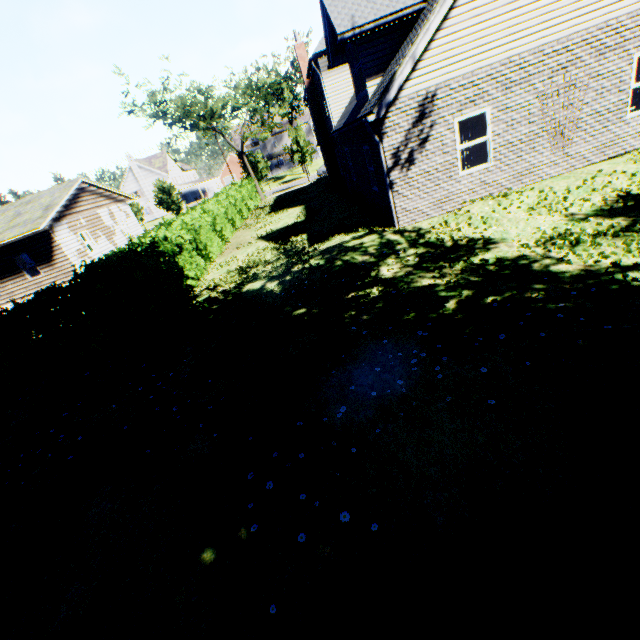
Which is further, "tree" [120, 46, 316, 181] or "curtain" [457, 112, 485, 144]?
"tree" [120, 46, 316, 181]

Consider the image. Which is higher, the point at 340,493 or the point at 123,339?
the point at 123,339

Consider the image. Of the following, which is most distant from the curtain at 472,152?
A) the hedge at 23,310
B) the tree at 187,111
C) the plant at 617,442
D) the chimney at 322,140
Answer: the tree at 187,111

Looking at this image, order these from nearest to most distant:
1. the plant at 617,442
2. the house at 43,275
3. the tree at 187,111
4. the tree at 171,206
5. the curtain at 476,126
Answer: the plant at 617,442 < the curtain at 476,126 < the house at 43,275 < the tree at 187,111 < the tree at 171,206

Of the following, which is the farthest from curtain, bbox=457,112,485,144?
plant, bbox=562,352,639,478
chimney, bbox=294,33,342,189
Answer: chimney, bbox=294,33,342,189

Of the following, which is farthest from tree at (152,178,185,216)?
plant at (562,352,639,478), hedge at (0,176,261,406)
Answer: hedge at (0,176,261,406)

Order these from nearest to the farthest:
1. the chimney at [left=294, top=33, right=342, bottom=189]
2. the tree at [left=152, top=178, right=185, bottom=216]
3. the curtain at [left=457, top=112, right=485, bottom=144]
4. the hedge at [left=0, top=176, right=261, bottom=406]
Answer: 1. the hedge at [left=0, top=176, right=261, bottom=406]
2. the curtain at [left=457, top=112, right=485, bottom=144]
3. the chimney at [left=294, top=33, right=342, bottom=189]
4. the tree at [left=152, top=178, right=185, bottom=216]

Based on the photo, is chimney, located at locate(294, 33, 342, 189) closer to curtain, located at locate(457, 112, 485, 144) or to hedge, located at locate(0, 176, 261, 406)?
hedge, located at locate(0, 176, 261, 406)
